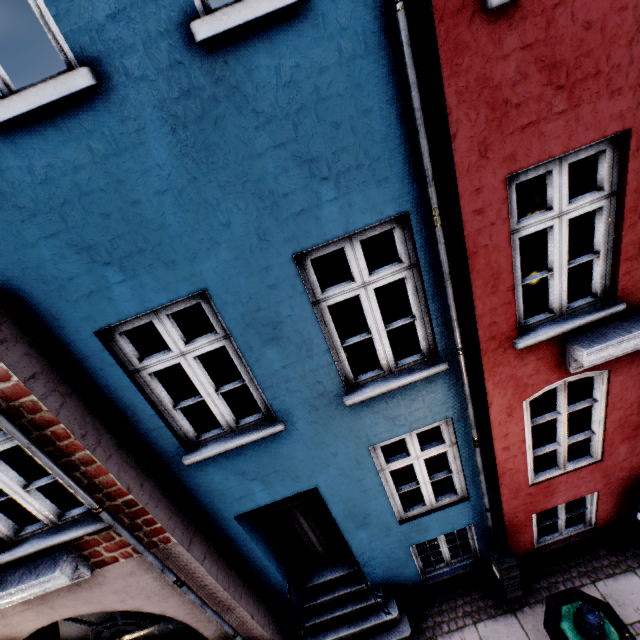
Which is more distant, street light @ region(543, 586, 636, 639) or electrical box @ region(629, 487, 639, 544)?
electrical box @ region(629, 487, 639, 544)

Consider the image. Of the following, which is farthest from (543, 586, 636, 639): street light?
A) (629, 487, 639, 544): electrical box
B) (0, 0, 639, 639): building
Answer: (629, 487, 639, 544): electrical box

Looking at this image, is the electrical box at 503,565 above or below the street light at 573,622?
below

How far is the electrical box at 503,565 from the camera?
4.70m

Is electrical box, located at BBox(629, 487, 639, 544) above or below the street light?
below

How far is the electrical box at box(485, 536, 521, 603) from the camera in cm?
470

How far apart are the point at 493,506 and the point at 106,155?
6.53m

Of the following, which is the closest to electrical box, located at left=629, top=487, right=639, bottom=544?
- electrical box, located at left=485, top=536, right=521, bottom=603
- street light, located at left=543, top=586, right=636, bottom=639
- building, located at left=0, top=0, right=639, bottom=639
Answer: building, located at left=0, top=0, right=639, bottom=639
